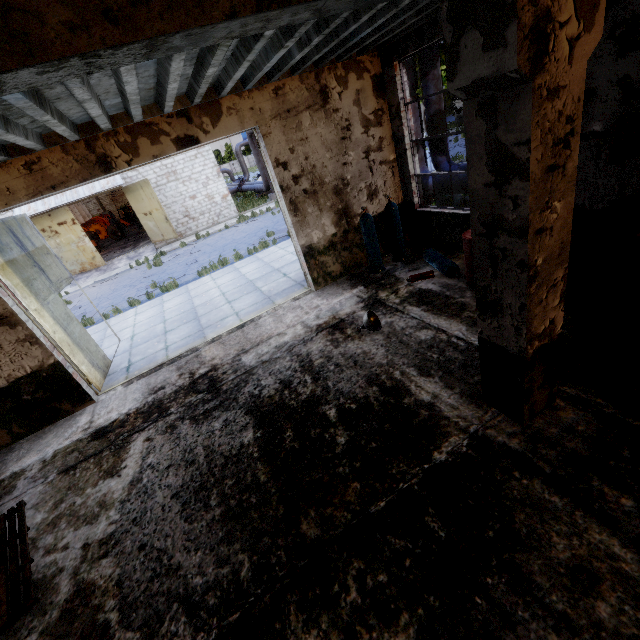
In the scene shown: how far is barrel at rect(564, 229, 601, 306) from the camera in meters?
4.6 m

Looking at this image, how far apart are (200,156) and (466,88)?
24.2 meters

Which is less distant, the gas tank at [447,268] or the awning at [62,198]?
the gas tank at [447,268]

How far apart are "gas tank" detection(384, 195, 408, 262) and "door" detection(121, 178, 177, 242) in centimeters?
1768cm

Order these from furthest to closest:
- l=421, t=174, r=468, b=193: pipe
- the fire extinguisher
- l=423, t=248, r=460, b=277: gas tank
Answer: l=421, t=174, r=468, b=193: pipe
l=423, t=248, r=460, b=277: gas tank
the fire extinguisher

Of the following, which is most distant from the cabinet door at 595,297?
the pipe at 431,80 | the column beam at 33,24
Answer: the pipe at 431,80

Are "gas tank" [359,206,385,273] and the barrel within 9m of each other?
yes

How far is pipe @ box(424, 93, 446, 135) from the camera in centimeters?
1008cm
